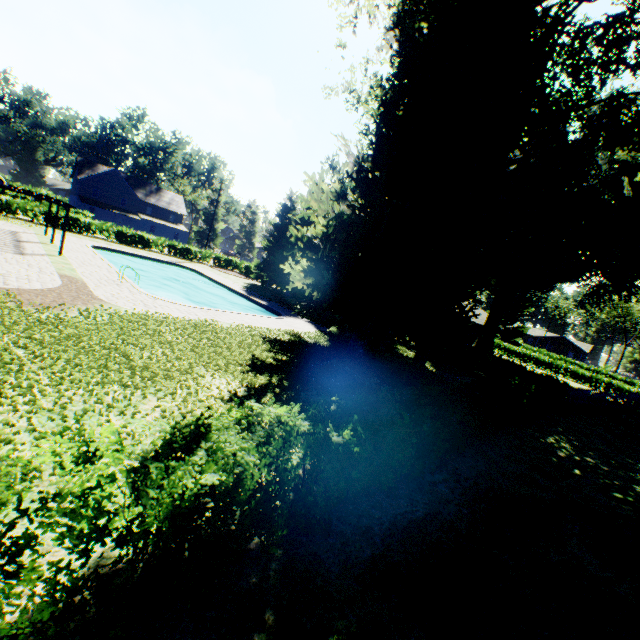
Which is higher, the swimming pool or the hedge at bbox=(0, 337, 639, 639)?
the hedge at bbox=(0, 337, 639, 639)

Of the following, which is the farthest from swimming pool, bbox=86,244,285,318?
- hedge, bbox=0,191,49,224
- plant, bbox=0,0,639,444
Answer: hedge, bbox=0,191,49,224

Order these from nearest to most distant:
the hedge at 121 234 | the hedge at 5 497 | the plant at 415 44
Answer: the hedge at 5 497 → the plant at 415 44 → the hedge at 121 234

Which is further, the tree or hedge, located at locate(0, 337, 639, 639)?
the tree

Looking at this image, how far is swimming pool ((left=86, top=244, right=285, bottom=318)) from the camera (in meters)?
21.87

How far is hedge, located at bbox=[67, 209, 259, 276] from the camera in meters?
35.2 m

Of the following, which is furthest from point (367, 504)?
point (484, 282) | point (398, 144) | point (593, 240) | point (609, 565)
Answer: point (484, 282)

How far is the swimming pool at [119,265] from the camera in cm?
2187
